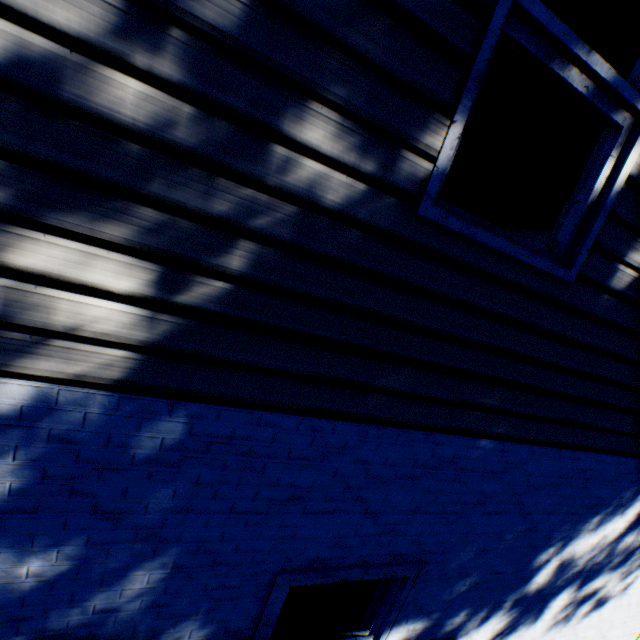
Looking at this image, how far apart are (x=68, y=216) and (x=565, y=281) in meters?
2.2 m
